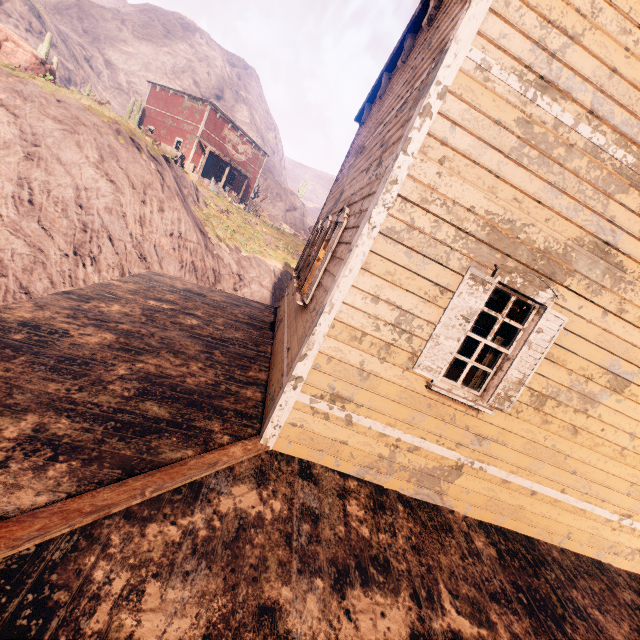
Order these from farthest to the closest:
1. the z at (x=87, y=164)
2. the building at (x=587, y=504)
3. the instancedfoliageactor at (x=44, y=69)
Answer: the instancedfoliageactor at (x=44, y=69) < the z at (x=87, y=164) < the building at (x=587, y=504)

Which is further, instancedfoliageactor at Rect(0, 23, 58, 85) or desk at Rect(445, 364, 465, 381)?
instancedfoliageactor at Rect(0, 23, 58, 85)

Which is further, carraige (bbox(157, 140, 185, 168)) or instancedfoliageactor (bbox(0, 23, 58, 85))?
carraige (bbox(157, 140, 185, 168))

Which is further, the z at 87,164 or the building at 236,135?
the building at 236,135

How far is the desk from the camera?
4.18m

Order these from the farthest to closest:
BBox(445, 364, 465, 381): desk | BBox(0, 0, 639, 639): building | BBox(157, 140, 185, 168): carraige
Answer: BBox(157, 140, 185, 168): carraige < BBox(445, 364, 465, 381): desk < BBox(0, 0, 639, 639): building

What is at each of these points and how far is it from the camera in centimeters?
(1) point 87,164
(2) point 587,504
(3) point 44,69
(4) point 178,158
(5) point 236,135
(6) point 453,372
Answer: (1) z, 1436cm
(2) building, 474cm
(3) instancedfoliageactor, 1825cm
(4) carraige, 2469cm
(5) building, 3306cm
(6) desk, 420cm

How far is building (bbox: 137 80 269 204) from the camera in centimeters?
A: 2952cm
